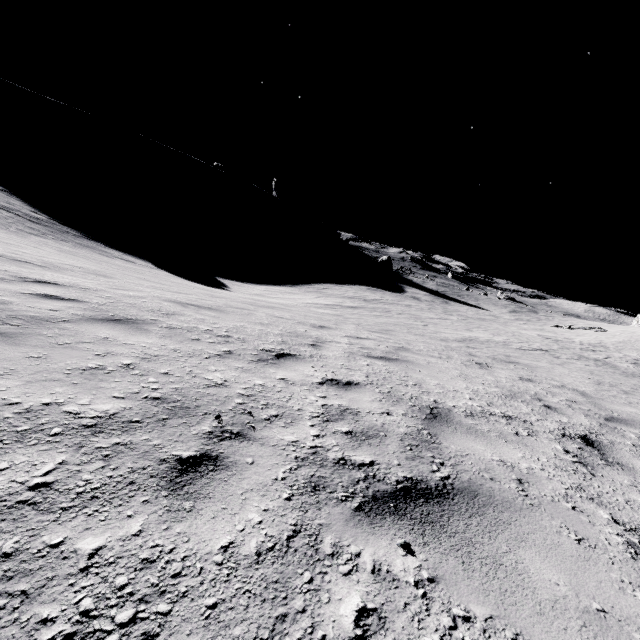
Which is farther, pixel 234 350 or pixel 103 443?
pixel 234 350
